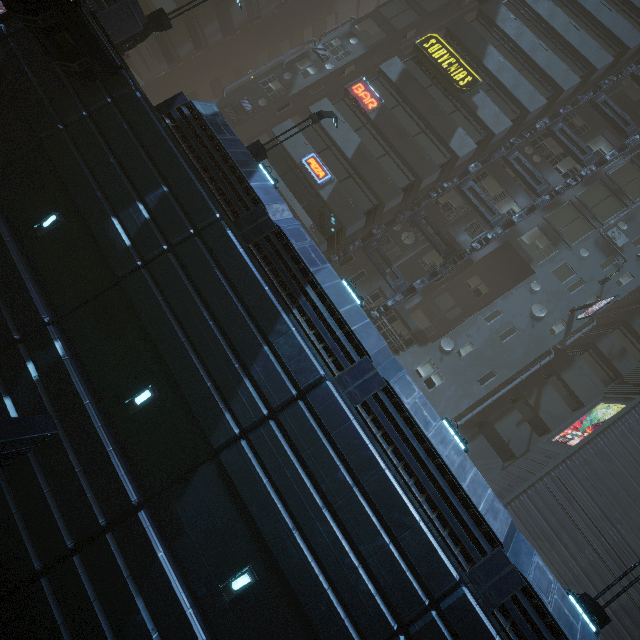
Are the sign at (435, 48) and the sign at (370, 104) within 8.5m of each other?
yes

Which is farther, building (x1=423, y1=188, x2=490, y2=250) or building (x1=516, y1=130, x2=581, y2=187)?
building (x1=516, y1=130, x2=581, y2=187)

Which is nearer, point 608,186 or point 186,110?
point 186,110

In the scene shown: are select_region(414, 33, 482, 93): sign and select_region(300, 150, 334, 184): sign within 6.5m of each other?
no

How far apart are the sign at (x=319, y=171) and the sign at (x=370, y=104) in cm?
437

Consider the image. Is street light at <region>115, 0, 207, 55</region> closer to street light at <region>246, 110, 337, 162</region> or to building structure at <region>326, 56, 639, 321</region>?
street light at <region>246, 110, 337, 162</region>

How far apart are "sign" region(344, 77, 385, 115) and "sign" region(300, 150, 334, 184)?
4.4m

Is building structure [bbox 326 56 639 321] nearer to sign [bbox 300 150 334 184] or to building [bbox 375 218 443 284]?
building [bbox 375 218 443 284]
